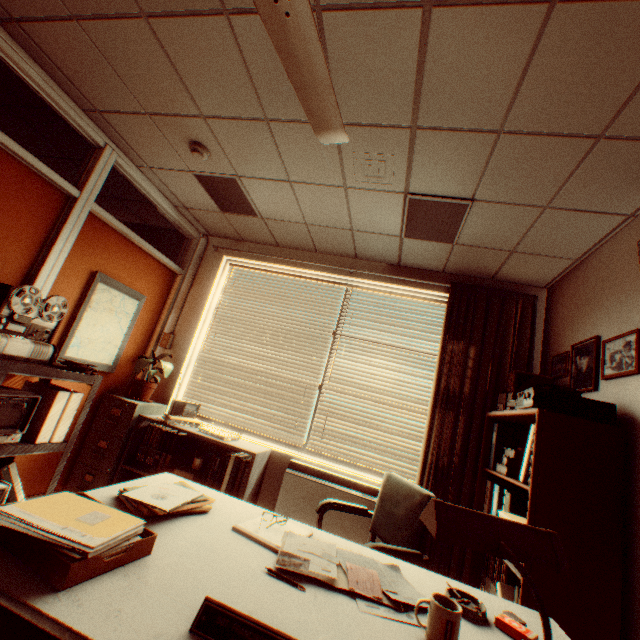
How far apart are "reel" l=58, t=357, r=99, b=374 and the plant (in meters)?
0.76

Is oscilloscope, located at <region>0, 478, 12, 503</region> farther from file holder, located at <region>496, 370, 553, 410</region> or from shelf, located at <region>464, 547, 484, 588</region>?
file holder, located at <region>496, 370, 553, 410</region>

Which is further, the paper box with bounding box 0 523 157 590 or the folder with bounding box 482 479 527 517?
the folder with bounding box 482 479 527 517

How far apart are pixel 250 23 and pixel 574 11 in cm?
157

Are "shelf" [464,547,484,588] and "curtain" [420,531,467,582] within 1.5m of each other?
yes

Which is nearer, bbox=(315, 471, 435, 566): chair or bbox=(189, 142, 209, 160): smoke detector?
bbox=(315, 471, 435, 566): chair

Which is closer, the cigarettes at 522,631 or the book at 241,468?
the cigarettes at 522,631

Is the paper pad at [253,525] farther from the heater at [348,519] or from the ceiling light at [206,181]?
the ceiling light at [206,181]
